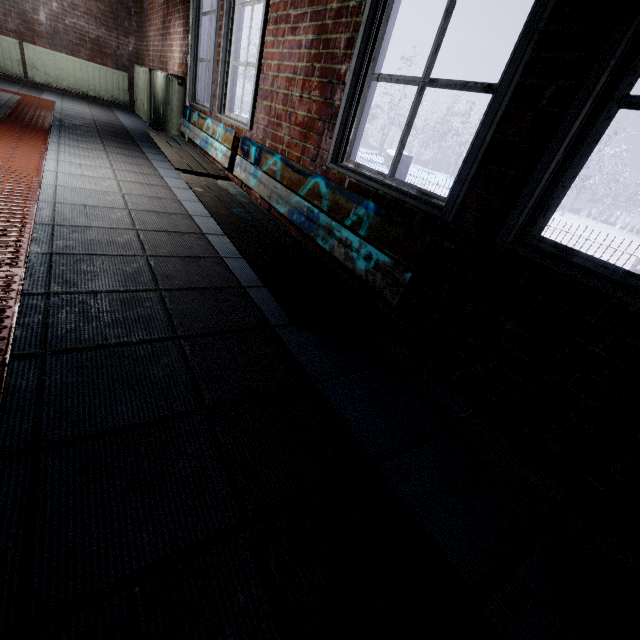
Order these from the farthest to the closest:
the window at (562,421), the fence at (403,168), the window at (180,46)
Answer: the fence at (403,168)
the window at (180,46)
the window at (562,421)

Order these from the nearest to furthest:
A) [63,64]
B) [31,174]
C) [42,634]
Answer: [42,634], [31,174], [63,64]

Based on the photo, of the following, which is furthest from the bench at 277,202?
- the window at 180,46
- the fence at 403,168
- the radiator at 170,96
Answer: the fence at 403,168

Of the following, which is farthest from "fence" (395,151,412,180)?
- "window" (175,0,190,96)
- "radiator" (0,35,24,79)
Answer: "radiator" (0,35,24,79)

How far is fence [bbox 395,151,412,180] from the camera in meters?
6.7

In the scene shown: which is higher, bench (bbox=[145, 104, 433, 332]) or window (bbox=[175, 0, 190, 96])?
window (bbox=[175, 0, 190, 96])

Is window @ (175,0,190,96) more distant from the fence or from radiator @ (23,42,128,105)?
the fence

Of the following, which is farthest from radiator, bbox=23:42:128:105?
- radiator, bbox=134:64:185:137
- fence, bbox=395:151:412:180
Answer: fence, bbox=395:151:412:180
